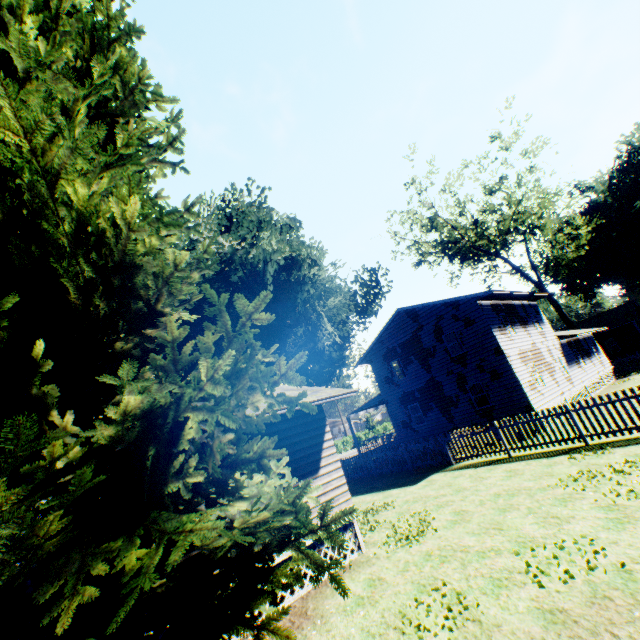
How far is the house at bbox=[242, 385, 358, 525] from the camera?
9.5m

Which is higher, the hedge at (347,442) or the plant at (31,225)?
the plant at (31,225)

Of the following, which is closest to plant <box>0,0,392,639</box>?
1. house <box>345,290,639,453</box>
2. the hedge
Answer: house <box>345,290,639,453</box>

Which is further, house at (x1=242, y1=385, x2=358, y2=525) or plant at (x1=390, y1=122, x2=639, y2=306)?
plant at (x1=390, y1=122, x2=639, y2=306)

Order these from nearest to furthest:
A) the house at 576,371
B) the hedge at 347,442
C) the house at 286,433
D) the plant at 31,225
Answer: the plant at 31,225 → the house at 286,433 → the house at 576,371 → the hedge at 347,442

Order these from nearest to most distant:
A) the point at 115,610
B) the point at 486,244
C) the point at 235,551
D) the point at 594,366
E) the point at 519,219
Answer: the point at 115,610
the point at 235,551
the point at 594,366
the point at 519,219
the point at 486,244

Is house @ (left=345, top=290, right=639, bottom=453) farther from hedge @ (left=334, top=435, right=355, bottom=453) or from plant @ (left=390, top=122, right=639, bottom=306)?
hedge @ (left=334, top=435, right=355, bottom=453)

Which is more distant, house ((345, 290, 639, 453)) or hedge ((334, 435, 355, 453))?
hedge ((334, 435, 355, 453))
